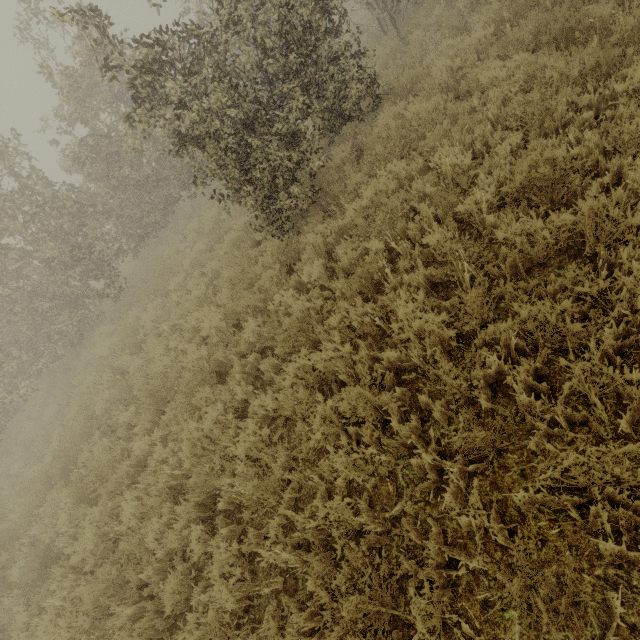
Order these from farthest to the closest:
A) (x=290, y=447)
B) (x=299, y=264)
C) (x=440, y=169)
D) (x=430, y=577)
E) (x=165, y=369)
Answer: (x=165, y=369)
(x=299, y=264)
(x=440, y=169)
(x=290, y=447)
(x=430, y=577)
